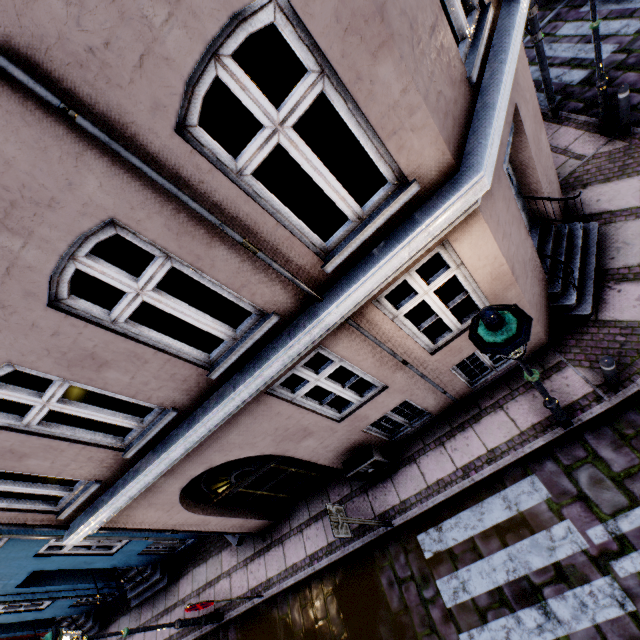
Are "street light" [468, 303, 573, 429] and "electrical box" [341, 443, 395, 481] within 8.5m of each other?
yes

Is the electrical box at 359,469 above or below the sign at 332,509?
below

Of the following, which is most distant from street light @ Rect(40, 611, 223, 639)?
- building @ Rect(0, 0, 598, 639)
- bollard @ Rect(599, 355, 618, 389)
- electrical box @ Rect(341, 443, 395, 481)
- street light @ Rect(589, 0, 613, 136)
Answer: street light @ Rect(589, 0, 613, 136)

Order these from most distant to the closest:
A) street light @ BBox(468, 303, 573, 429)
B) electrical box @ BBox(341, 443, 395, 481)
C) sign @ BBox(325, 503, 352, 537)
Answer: electrical box @ BBox(341, 443, 395, 481)
sign @ BBox(325, 503, 352, 537)
street light @ BBox(468, 303, 573, 429)

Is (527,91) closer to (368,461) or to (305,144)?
(305,144)

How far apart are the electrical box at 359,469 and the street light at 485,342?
3.07m

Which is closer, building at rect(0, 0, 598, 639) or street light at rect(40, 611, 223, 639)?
building at rect(0, 0, 598, 639)

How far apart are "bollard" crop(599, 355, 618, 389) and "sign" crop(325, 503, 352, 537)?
4.5m
